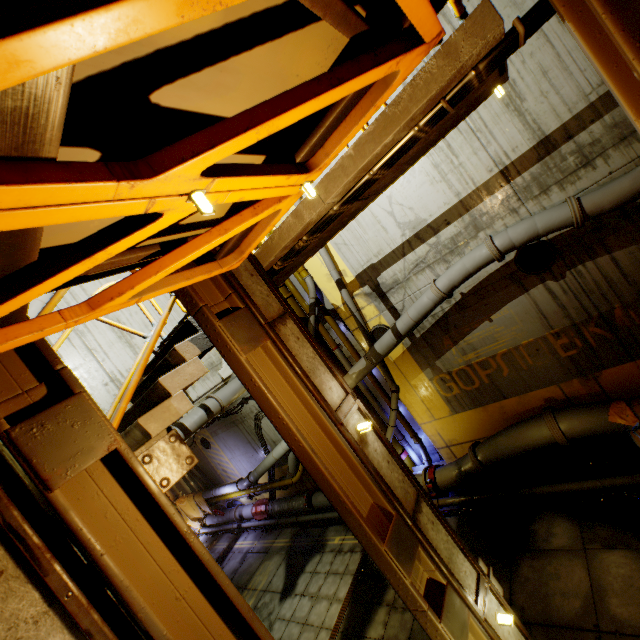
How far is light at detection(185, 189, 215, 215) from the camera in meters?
1.6

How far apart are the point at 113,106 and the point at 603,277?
9.29m

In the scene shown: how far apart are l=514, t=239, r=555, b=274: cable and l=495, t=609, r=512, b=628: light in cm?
668

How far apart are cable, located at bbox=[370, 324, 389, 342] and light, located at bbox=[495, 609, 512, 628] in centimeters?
689cm

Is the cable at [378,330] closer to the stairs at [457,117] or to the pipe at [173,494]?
the pipe at [173,494]

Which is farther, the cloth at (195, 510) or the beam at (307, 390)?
the cloth at (195, 510)

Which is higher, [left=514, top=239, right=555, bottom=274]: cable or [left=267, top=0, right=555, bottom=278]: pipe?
[left=267, top=0, right=555, bottom=278]: pipe

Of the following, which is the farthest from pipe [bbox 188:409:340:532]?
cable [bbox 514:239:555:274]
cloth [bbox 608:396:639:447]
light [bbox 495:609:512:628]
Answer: light [bbox 495:609:512:628]
